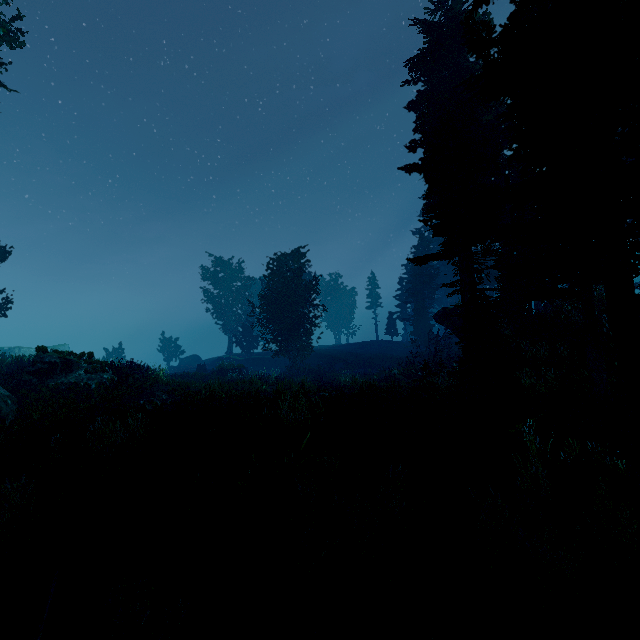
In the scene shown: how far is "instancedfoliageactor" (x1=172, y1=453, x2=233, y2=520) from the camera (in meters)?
6.16

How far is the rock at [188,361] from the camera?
48.4 meters

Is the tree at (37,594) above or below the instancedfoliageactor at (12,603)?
above

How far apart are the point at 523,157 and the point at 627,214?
2.5 meters

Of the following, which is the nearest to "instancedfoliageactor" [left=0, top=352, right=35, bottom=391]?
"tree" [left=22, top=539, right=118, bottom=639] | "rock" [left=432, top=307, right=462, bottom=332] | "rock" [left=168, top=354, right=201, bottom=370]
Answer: "rock" [left=432, top=307, right=462, bottom=332]

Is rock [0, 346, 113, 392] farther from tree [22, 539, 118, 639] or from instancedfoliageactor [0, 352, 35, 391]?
tree [22, 539, 118, 639]

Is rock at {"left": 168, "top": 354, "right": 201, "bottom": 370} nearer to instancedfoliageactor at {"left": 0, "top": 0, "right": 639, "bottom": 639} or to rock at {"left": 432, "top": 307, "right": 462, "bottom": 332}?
instancedfoliageactor at {"left": 0, "top": 0, "right": 639, "bottom": 639}
